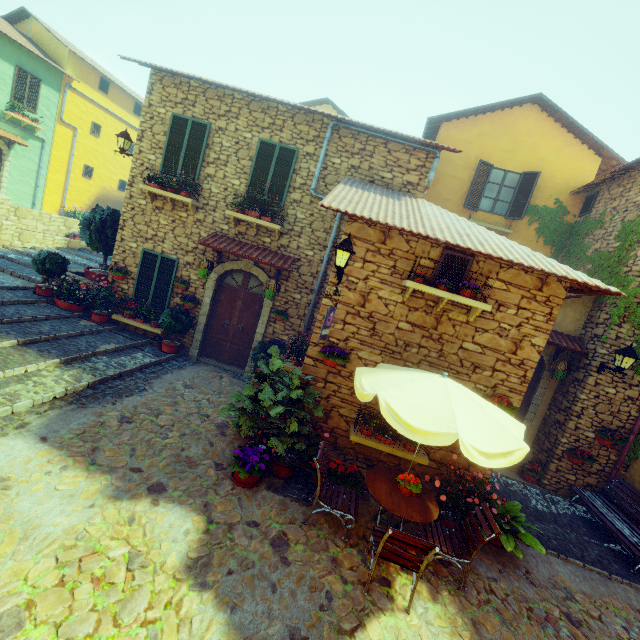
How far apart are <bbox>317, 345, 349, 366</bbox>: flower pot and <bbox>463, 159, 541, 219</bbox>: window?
8.5m

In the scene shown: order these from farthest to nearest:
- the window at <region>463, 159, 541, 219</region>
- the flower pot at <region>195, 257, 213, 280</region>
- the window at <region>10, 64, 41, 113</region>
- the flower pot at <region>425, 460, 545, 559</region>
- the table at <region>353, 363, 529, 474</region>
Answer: the window at <region>10, 64, 41, 113</region>
the window at <region>463, 159, 541, 219</region>
the flower pot at <region>195, 257, 213, 280</region>
the flower pot at <region>425, 460, 545, 559</region>
the table at <region>353, 363, 529, 474</region>

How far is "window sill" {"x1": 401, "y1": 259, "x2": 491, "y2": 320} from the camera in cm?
554

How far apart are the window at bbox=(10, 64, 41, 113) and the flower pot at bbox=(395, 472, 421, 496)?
22.9 meters

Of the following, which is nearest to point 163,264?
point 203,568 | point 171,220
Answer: point 171,220

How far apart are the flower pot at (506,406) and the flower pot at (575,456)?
3.9m

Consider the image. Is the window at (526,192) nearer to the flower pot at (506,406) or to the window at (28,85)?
the flower pot at (506,406)

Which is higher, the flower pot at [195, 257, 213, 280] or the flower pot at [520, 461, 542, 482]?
the flower pot at [195, 257, 213, 280]
